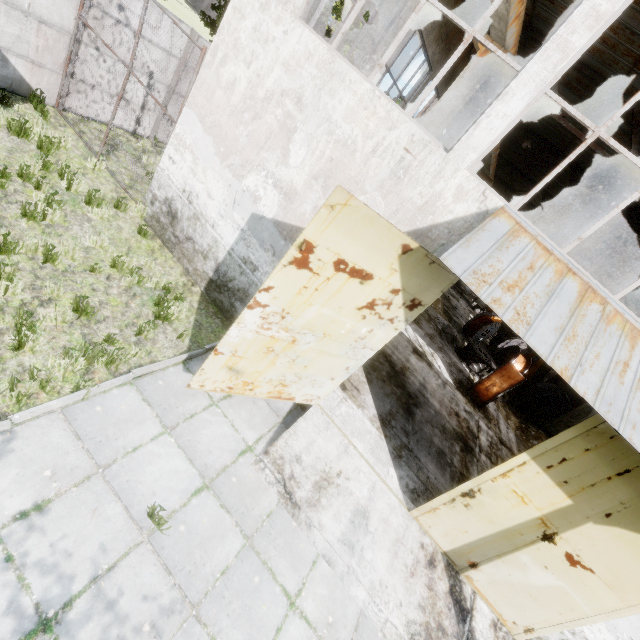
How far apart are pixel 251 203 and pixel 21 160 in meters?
4.6 m

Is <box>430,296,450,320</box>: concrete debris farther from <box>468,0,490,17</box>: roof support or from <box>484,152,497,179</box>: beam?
<box>468,0,490,17</box>: roof support

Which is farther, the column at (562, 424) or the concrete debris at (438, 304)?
the concrete debris at (438, 304)

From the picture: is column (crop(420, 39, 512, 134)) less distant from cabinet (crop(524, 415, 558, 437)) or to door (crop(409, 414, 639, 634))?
door (crop(409, 414, 639, 634))

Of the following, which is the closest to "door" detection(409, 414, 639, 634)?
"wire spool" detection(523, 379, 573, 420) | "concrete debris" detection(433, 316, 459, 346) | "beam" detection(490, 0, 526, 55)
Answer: "beam" detection(490, 0, 526, 55)

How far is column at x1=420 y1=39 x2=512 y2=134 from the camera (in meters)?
7.88

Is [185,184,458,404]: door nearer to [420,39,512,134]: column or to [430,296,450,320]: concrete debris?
[420,39,512,134]: column

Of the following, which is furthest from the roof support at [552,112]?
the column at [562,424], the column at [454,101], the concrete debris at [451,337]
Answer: the concrete debris at [451,337]
